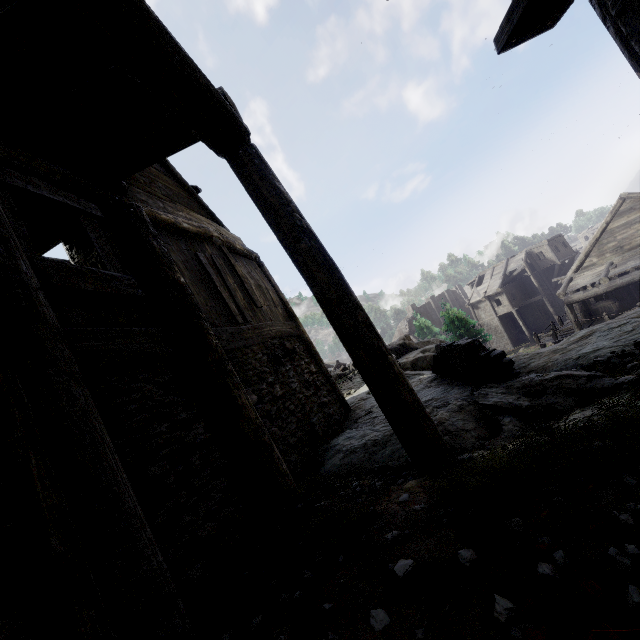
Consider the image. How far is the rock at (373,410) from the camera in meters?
4.4

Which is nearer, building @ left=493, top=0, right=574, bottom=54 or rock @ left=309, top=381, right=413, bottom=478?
building @ left=493, top=0, right=574, bottom=54

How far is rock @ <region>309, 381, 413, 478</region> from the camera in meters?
4.4 m

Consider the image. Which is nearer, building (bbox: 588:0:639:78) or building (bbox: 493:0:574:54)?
building (bbox: 588:0:639:78)

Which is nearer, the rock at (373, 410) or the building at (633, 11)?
the building at (633, 11)

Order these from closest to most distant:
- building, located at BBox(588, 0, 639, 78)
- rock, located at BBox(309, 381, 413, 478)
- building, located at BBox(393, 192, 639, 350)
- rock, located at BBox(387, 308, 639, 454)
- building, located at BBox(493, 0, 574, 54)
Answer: building, located at BBox(588, 0, 639, 78) → building, located at BBox(493, 0, 574, 54) → rock, located at BBox(387, 308, 639, 454) → rock, located at BBox(309, 381, 413, 478) → building, located at BBox(393, 192, 639, 350)

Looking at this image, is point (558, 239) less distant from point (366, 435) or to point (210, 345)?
point (366, 435)
